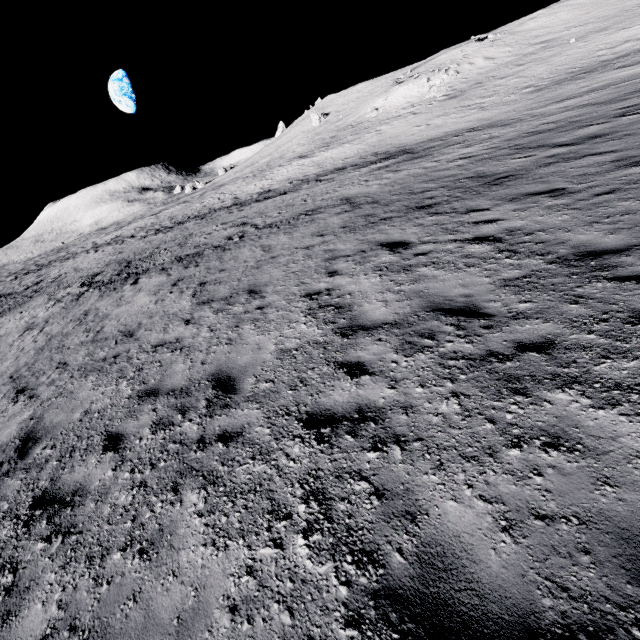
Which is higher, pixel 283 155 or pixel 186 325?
pixel 283 155
